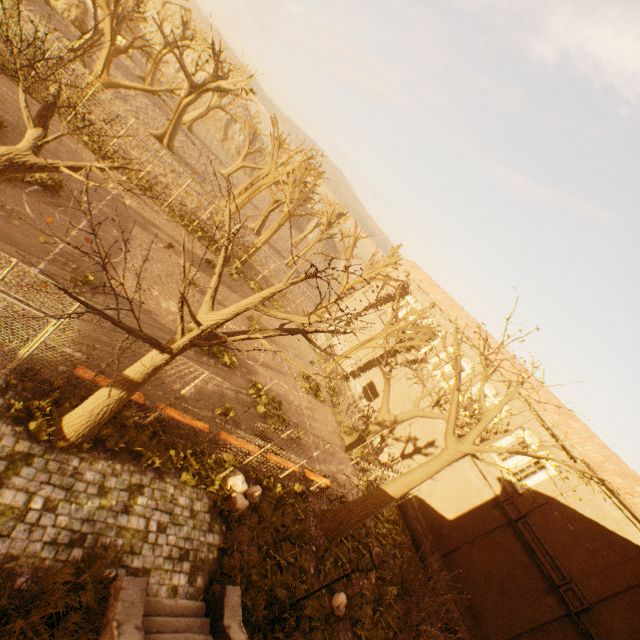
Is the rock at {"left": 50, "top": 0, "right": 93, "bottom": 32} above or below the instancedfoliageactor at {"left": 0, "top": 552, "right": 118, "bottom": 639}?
above

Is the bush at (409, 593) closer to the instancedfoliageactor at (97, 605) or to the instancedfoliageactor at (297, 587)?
the instancedfoliageactor at (297, 587)

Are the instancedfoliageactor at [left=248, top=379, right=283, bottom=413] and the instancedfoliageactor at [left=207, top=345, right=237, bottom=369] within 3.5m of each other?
yes

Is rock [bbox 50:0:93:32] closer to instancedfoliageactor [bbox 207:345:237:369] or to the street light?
instancedfoliageactor [bbox 207:345:237:369]

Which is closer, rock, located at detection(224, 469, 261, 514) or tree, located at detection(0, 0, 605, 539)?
tree, located at detection(0, 0, 605, 539)

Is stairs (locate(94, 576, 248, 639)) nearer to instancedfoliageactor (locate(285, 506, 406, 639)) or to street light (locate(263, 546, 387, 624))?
street light (locate(263, 546, 387, 624))

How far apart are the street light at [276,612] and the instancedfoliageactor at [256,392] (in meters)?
7.70

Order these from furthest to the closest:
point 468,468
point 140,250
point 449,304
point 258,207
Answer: point 258,207
point 449,304
point 468,468
point 140,250
